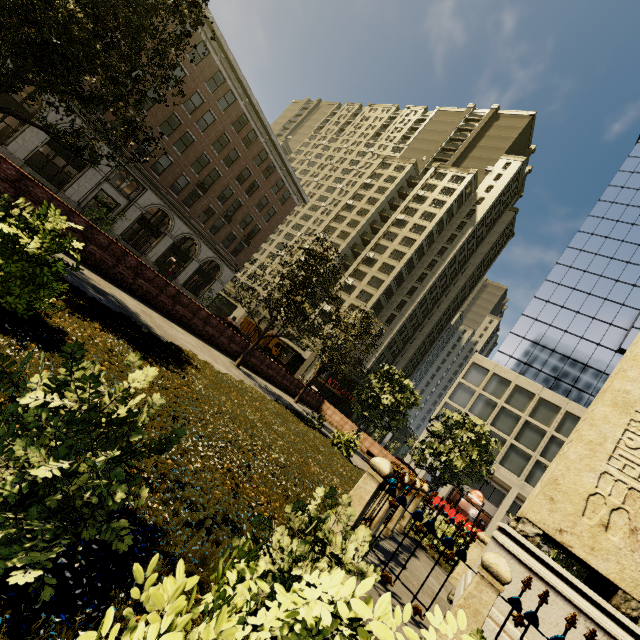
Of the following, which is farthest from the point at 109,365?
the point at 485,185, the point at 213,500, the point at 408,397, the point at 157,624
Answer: the point at 485,185

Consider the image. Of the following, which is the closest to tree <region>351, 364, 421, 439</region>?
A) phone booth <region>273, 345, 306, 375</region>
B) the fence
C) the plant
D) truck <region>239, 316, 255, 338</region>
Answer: Answer: the plant

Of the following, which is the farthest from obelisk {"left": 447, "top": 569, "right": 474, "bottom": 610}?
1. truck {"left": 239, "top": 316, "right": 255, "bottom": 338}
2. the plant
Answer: truck {"left": 239, "top": 316, "right": 255, "bottom": 338}

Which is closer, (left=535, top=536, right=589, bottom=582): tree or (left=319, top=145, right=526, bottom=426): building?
(left=535, top=536, right=589, bottom=582): tree

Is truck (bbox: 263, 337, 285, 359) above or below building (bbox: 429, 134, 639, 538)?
below

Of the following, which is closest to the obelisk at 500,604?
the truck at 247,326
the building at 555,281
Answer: the building at 555,281

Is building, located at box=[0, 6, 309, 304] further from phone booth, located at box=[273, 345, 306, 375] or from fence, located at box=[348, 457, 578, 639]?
fence, located at box=[348, 457, 578, 639]

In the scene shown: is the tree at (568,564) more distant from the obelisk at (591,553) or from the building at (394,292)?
the obelisk at (591,553)
